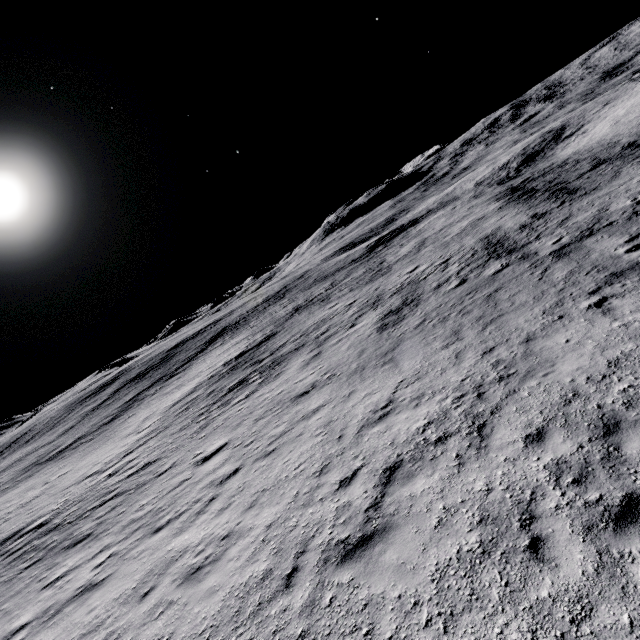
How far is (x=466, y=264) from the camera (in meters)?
19.98
